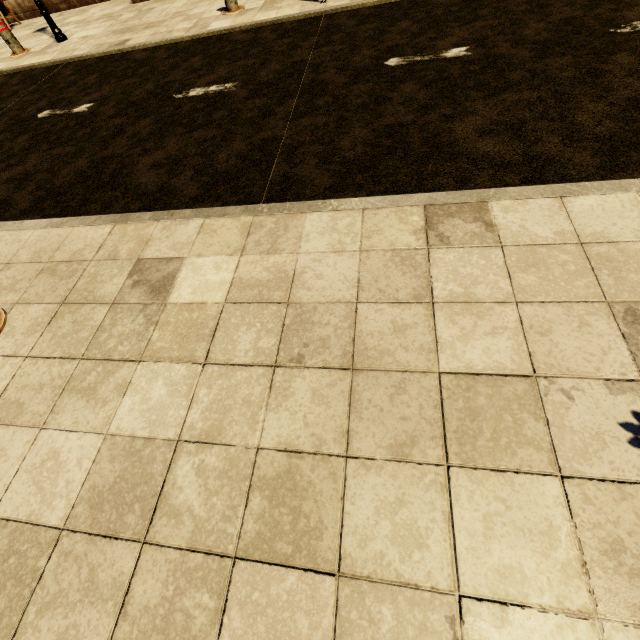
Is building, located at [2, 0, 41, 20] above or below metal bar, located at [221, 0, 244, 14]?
above

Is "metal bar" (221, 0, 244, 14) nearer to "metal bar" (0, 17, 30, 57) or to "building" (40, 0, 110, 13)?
"building" (40, 0, 110, 13)

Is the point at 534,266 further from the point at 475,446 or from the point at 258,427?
the point at 258,427

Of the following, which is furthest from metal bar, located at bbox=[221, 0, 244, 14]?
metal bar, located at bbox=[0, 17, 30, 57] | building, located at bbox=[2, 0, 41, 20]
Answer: metal bar, located at bbox=[0, 17, 30, 57]

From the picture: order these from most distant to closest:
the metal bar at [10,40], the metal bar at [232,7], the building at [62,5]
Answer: the building at [62,5]
the metal bar at [10,40]
the metal bar at [232,7]

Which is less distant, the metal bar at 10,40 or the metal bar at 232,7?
the metal bar at 232,7

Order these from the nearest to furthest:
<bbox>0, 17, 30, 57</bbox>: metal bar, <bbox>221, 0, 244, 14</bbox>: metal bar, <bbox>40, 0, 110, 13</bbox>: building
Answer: <bbox>221, 0, 244, 14</bbox>: metal bar, <bbox>0, 17, 30, 57</bbox>: metal bar, <bbox>40, 0, 110, 13</bbox>: building
